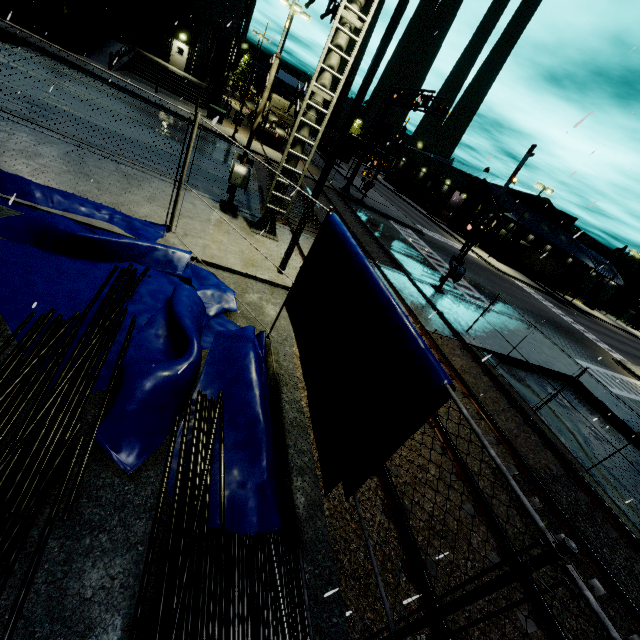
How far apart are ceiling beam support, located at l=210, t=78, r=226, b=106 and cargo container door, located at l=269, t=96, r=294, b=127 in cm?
1088

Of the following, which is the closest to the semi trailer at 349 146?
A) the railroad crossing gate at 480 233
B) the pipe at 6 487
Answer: the pipe at 6 487

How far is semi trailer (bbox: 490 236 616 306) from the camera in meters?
40.2

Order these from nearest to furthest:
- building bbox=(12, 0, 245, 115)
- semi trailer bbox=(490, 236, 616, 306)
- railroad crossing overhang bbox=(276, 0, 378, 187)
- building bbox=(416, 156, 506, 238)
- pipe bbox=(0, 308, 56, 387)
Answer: pipe bbox=(0, 308, 56, 387)
railroad crossing overhang bbox=(276, 0, 378, 187)
building bbox=(12, 0, 245, 115)
semi trailer bbox=(490, 236, 616, 306)
building bbox=(416, 156, 506, 238)

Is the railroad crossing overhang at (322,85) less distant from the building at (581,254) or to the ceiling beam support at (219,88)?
the building at (581,254)

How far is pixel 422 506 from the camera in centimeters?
257cm

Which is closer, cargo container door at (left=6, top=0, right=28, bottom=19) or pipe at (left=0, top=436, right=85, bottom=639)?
pipe at (left=0, top=436, right=85, bottom=639)

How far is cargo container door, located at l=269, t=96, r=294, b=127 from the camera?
29.2 meters
